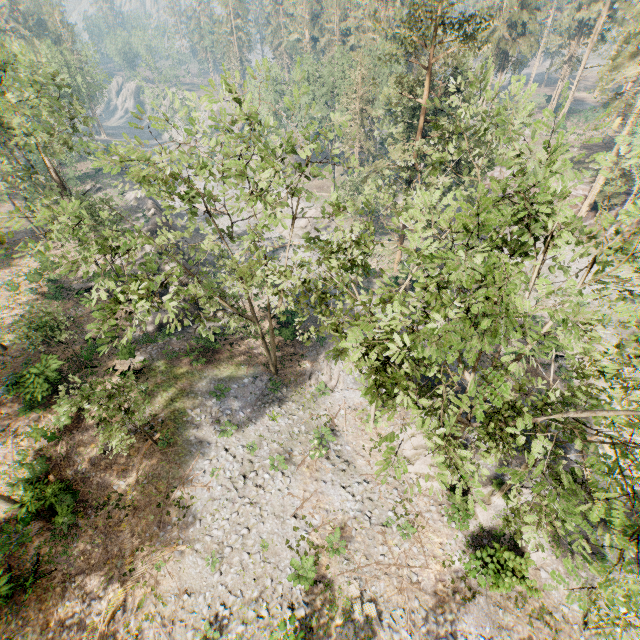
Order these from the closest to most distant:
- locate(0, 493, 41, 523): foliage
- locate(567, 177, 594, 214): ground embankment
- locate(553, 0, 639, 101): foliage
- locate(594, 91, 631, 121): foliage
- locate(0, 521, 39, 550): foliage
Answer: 1. locate(594, 91, 631, 121): foliage
2. locate(0, 493, 41, 523): foliage
3. locate(0, 521, 39, 550): foliage
4. locate(553, 0, 639, 101): foliage
5. locate(567, 177, 594, 214): ground embankment

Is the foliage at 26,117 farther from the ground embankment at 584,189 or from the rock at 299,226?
the rock at 299,226

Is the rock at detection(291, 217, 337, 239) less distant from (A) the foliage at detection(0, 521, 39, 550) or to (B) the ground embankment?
(A) the foliage at detection(0, 521, 39, 550)

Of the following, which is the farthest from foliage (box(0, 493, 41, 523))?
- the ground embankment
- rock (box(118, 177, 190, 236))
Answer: rock (box(118, 177, 190, 236))

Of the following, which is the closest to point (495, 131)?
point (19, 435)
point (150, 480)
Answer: point (150, 480)

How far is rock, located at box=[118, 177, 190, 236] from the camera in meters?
39.5

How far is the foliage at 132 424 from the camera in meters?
13.9
